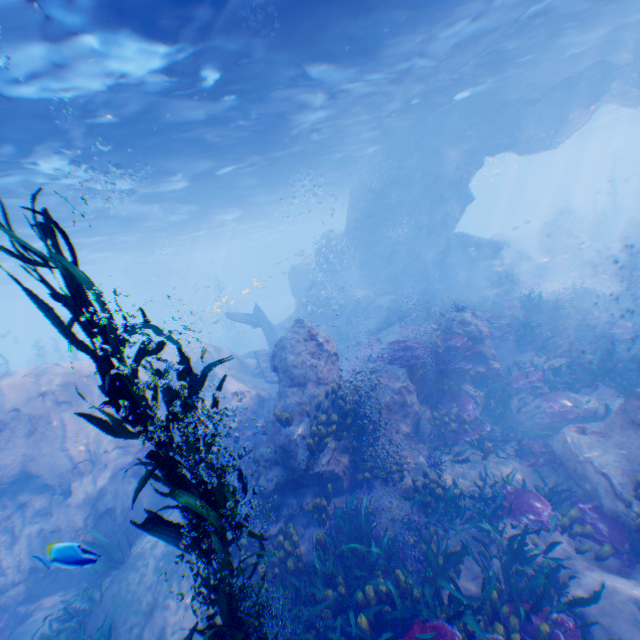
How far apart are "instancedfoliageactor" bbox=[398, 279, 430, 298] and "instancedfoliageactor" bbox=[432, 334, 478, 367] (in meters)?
10.86

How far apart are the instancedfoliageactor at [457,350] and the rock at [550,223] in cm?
4573

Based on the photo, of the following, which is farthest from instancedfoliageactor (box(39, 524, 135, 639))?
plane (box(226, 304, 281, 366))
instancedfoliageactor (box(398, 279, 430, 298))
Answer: instancedfoliageactor (box(398, 279, 430, 298))

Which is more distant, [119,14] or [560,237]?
[560,237]

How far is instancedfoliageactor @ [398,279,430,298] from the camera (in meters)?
22.19

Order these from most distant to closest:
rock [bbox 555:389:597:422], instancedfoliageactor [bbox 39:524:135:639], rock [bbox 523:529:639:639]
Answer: rock [bbox 555:389:597:422], instancedfoliageactor [bbox 39:524:135:639], rock [bbox 523:529:639:639]

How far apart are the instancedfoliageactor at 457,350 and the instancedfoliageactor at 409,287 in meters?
10.9 m

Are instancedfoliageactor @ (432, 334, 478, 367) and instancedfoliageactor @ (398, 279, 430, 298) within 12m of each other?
yes
